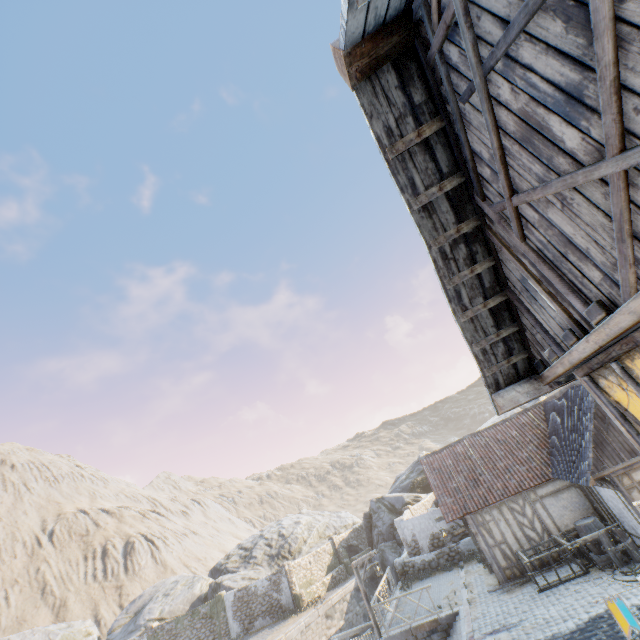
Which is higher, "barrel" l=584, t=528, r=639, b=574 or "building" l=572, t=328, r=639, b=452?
"building" l=572, t=328, r=639, b=452

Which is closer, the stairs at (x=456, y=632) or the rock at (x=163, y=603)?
the stairs at (x=456, y=632)

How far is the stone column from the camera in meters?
25.0

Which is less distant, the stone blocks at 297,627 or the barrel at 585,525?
the barrel at 585,525

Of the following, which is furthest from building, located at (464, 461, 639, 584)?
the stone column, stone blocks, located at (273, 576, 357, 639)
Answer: the stone column

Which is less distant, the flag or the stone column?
the flag

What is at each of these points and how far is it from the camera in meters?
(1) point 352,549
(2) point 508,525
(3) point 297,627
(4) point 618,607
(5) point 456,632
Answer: (1) rock, 31.7 m
(2) building, 14.9 m
(3) stone blocks, 21.6 m
(4) flag, 5.3 m
(5) stairs, 13.1 m

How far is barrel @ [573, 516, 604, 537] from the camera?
13.09m
